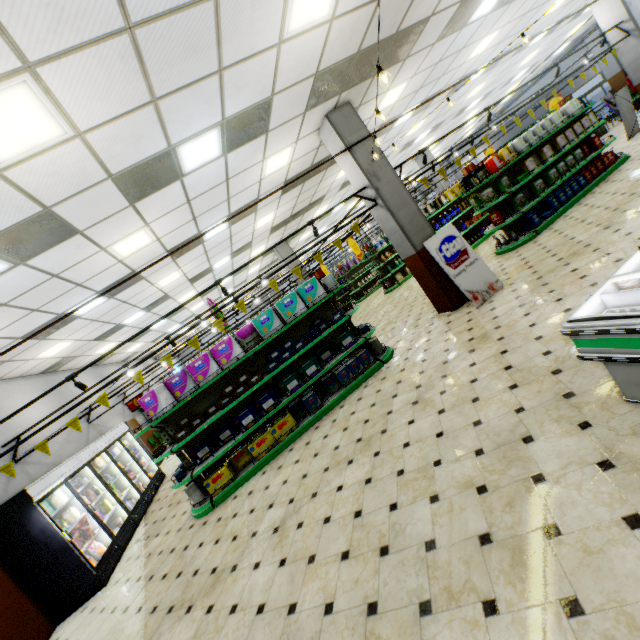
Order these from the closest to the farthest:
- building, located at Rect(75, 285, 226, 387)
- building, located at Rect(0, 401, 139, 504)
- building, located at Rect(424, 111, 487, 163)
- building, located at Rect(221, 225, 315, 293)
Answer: building, located at Rect(0, 401, 139, 504), building, located at Rect(75, 285, 226, 387), building, located at Rect(221, 225, 315, 293), building, located at Rect(424, 111, 487, 163)

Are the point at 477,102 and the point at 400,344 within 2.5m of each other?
no

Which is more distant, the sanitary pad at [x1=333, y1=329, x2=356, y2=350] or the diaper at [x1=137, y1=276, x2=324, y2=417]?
the sanitary pad at [x1=333, y1=329, x2=356, y2=350]

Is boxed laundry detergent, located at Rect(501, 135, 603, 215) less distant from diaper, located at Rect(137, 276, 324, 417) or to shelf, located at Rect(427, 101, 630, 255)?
shelf, located at Rect(427, 101, 630, 255)

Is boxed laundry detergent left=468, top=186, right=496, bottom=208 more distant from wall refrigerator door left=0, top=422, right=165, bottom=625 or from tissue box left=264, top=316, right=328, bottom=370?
wall refrigerator door left=0, top=422, right=165, bottom=625

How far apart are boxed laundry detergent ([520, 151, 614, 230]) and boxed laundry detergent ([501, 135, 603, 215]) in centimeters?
24cm

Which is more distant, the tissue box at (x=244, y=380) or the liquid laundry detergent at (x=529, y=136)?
the liquid laundry detergent at (x=529, y=136)

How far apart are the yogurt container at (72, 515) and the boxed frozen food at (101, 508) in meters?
1.1
